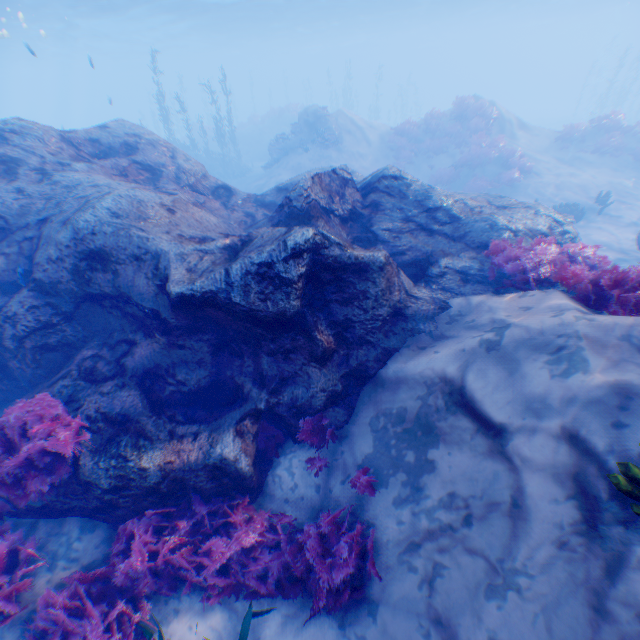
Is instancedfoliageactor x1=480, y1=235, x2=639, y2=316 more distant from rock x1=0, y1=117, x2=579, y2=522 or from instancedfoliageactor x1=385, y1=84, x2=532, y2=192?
instancedfoliageactor x1=385, y1=84, x2=532, y2=192

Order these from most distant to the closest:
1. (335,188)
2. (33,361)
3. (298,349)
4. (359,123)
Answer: (359,123)
(335,188)
(33,361)
(298,349)

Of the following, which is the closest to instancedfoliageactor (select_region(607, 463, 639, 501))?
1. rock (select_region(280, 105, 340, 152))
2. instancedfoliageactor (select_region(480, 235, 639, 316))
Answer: instancedfoliageactor (select_region(480, 235, 639, 316))

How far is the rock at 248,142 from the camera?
32.50m

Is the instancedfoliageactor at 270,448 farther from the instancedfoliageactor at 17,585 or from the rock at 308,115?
the instancedfoliageactor at 17,585

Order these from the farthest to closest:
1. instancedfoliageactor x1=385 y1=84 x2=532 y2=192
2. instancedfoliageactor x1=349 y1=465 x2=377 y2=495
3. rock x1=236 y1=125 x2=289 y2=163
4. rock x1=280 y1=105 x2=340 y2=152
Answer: rock x1=236 y1=125 x2=289 y2=163, rock x1=280 y1=105 x2=340 y2=152, instancedfoliageactor x1=385 y1=84 x2=532 y2=192, instancedfoliageactor x1=349 y1=465 x2=377 y2=495

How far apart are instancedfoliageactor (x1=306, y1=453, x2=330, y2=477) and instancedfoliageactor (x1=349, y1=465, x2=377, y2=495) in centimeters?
49cm
